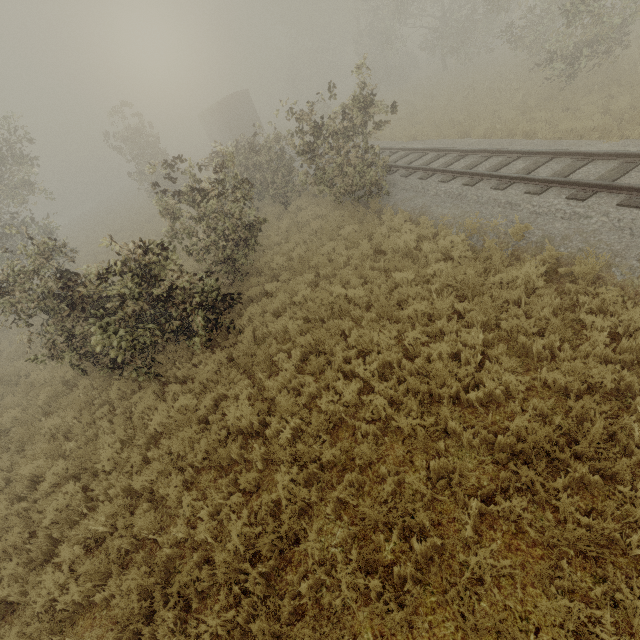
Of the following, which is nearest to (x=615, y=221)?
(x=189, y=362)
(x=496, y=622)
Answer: (x=496, y=622)

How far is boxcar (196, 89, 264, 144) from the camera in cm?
3059

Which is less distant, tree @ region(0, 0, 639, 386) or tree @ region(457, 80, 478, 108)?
tree @ region(0, 0, 639, 386)

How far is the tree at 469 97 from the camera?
17.7 meters

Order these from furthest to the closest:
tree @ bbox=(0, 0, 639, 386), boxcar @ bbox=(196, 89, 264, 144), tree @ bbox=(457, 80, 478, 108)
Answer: boxcar @ bbox=(196, 89, 264, 144) → tree @ bbox=(457, 80, 478, 108) → tree @ bbox=(0, 0, 639, 386)

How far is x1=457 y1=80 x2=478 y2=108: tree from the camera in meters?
17.7

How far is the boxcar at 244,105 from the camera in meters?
30.6

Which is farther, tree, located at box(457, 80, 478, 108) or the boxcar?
the boxcar
